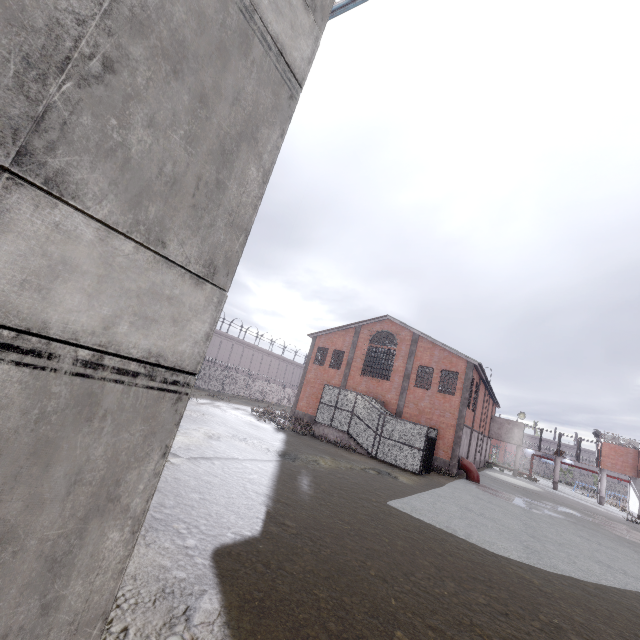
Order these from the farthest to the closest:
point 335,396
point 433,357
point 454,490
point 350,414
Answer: point 433,357, point 335,396, point 350,414, point 454,490

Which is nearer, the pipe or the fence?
the pipe

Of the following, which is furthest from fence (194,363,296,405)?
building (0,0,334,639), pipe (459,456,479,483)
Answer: pipe (459,456,479,483)

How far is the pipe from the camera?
24.7 meters

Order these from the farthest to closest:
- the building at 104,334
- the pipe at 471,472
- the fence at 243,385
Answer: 1. the fence at 243,385
2. the pipe at 471,472
3. the building at 104,334

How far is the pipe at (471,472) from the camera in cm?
2473

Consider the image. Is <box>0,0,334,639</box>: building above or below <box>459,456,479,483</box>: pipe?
above

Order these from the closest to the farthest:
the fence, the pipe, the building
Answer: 1. the building
2. the pipe
3. the fence
